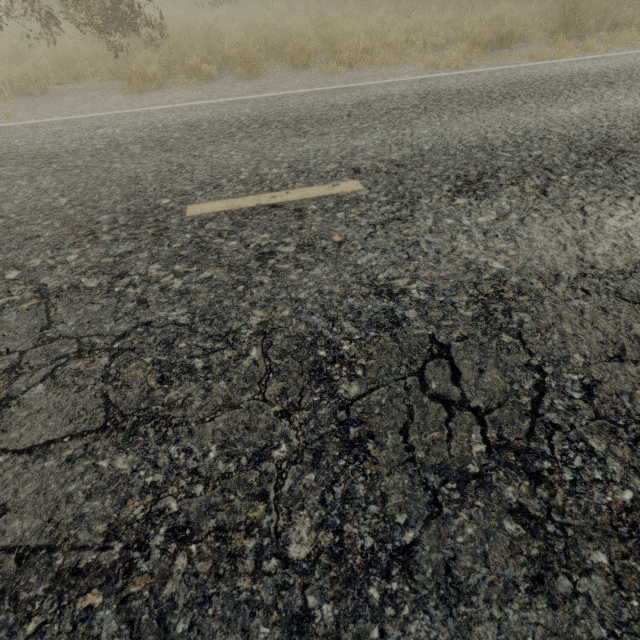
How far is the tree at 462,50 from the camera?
6.36m

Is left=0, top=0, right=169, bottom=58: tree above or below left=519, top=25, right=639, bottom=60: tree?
above

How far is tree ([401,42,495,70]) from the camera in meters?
6.4 m

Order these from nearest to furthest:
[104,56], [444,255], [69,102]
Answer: [444,255]
[69,102]
[104,56]

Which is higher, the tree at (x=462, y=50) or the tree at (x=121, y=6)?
the tree at (x=121, y=6)

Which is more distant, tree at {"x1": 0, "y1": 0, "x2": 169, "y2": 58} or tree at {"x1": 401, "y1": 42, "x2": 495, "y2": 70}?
tree at {"x1": 401, "y1": 42, "x2": 495, "y2": 70}
